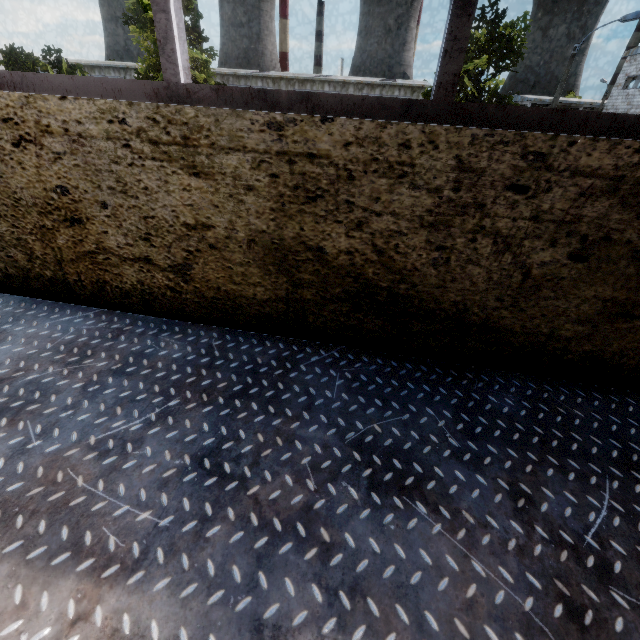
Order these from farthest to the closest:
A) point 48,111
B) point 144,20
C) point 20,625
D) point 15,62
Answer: point 15,62, point 144,20, point 48,111, point 20,625
